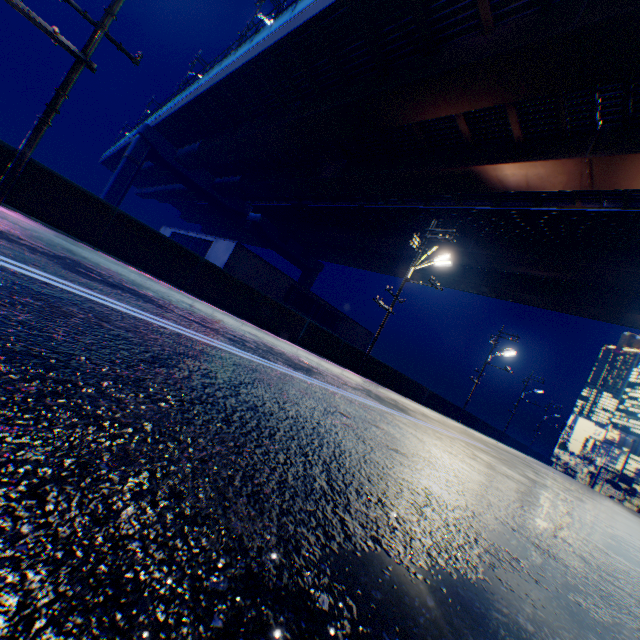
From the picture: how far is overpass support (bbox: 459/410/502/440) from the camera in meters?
30.6 m

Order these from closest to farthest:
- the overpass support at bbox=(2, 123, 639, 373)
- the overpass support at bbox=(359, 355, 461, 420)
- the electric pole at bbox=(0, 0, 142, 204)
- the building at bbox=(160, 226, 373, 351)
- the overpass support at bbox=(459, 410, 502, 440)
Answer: the electric pole at bbox=(0, 0, 142, 204), the overpass support at bbox=(2, 123, 639, 373), the overpass support at bbox=(359, 355, 461, 420), the building at bbox=(160, 226, 373, 351), the overpass support at bbox=(459, 410, 502, 440)

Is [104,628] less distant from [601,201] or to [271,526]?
[271,526]

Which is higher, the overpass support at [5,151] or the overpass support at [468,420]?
the overpass support at [5,151]

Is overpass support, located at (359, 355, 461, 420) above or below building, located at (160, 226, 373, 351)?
below

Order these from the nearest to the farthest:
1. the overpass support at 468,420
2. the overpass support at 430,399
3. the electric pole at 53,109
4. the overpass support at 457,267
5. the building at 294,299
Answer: the electric pole at 53,109 → the overpass support at 457,267 → the overpass support at 430,399 → the building at 294,299 → the overpass support at 468,420

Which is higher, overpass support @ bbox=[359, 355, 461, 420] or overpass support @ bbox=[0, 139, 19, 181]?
overpass support @ bbox=[0, 139, 19, 181]
